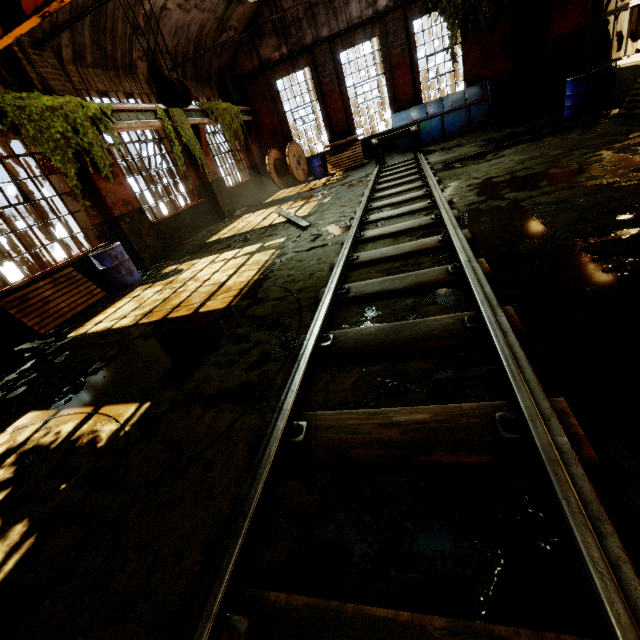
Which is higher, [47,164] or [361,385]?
[47,164]

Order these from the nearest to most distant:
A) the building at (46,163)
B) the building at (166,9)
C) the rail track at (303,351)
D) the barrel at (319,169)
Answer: the rail track at (303,351)
the building at (46,163)
the building at (166,9)
the barrel at (319,169)

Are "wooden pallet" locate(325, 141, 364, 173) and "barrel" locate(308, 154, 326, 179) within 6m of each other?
yes

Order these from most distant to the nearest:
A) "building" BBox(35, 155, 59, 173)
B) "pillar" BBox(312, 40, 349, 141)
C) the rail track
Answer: "pillar" BBox(312, 40, 349, 141) < "building" BBox(35, 155, 59, 173) < the rail track

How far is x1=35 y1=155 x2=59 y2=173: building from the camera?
7.4m

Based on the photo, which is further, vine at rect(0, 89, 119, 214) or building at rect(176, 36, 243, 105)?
building at rect(176, 36, 243, 105)

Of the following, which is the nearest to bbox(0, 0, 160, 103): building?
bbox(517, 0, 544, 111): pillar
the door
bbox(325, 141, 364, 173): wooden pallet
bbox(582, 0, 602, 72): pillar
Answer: bbox(517, 0, 544, 111): pillar

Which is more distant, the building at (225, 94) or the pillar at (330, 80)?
the pillar at (330, 80)
